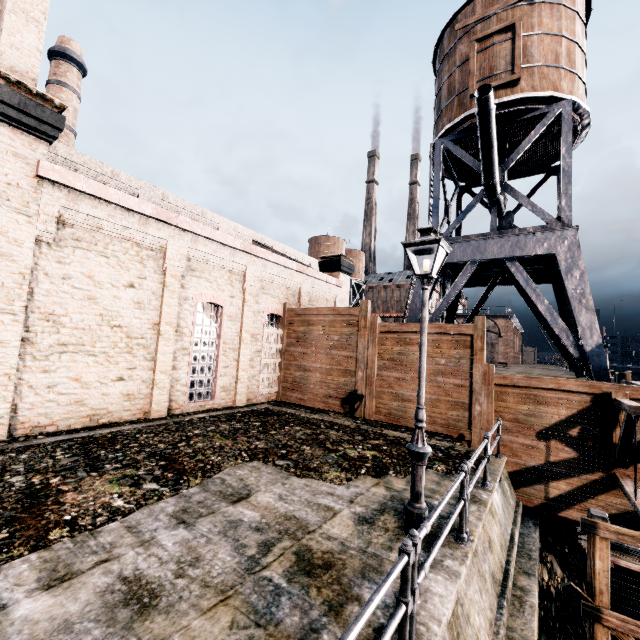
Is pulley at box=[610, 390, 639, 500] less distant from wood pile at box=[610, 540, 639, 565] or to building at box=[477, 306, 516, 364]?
wood pile at box=[610, 540, 639, 565]

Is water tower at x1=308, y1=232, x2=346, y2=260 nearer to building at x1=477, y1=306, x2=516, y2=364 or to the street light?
building at x1=477, y1=306, x2=516, y2=364

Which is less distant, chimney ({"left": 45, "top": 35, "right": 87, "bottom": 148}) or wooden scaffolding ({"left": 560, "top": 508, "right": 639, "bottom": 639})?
wooden scaffolding ({"left": 560, "top": 508, "right": 639, "bottom": 639})

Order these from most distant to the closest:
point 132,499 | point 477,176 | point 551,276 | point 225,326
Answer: point 477,176 < point 551,276 < point 225,326 < point 132,499

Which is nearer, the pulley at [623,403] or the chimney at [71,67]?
the pulley at [623,403]

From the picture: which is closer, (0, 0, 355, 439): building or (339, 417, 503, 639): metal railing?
(339, 417, 503, 639): metal railing

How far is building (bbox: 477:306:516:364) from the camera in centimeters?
5378cm

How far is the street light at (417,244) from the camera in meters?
5.9
